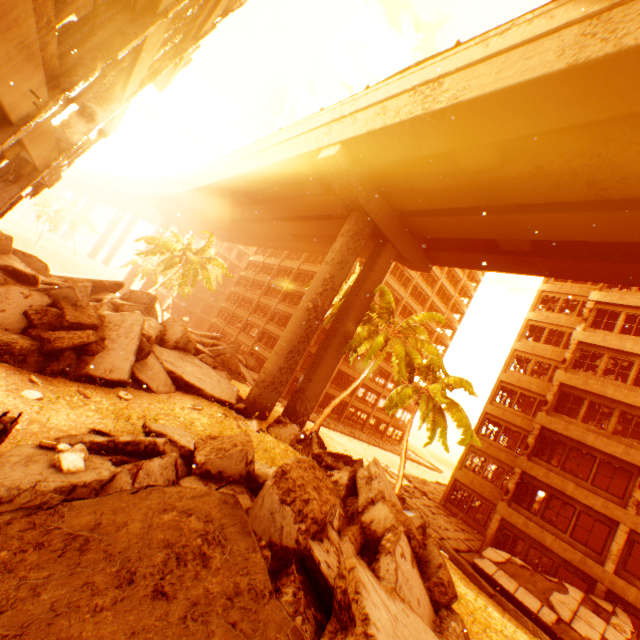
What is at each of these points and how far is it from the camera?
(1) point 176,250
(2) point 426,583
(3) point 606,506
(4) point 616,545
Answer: (1) rubble, 30.7 meters
(2) rock pile, 7.8 meters
(3) wall corner piece, 16.5 meters
(4) pillar, 15.8 meters

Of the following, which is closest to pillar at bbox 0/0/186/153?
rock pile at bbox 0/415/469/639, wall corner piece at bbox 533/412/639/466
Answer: rock pile at bbox 0/415/469/639

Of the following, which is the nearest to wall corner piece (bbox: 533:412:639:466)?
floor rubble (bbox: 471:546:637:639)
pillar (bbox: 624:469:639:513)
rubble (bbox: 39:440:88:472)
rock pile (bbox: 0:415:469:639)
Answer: pillar (bbox: 624:469:639:513)

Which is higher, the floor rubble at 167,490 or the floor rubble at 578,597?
the floor rubble at 167,490

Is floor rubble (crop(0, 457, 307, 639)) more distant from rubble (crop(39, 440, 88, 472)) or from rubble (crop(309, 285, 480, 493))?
rubble (crop(309, 285, 480, 493))

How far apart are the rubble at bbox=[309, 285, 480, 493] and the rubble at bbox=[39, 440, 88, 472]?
14.75m

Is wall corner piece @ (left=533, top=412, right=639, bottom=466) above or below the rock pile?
above

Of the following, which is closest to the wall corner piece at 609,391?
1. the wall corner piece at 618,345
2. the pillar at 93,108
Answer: the wall corner piece at 618,345
